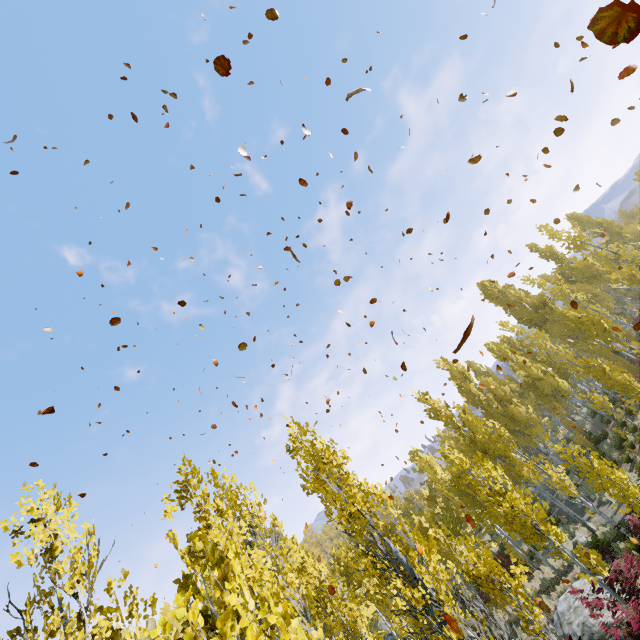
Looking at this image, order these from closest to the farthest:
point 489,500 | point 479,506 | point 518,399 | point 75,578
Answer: point 75,578 < point 479,506 < point 518,399 < point 489,500

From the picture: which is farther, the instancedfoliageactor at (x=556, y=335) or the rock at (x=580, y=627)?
the rock at (x=580, y=627)

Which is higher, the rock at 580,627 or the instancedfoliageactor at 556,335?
the instancedfoliageactor at 556,335

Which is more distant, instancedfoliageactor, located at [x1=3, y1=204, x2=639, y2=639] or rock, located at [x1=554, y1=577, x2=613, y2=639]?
rock, located at [x1=554, y1=577, x2=613, y2=639]

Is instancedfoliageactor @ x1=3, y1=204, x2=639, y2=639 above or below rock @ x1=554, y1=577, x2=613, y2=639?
above
